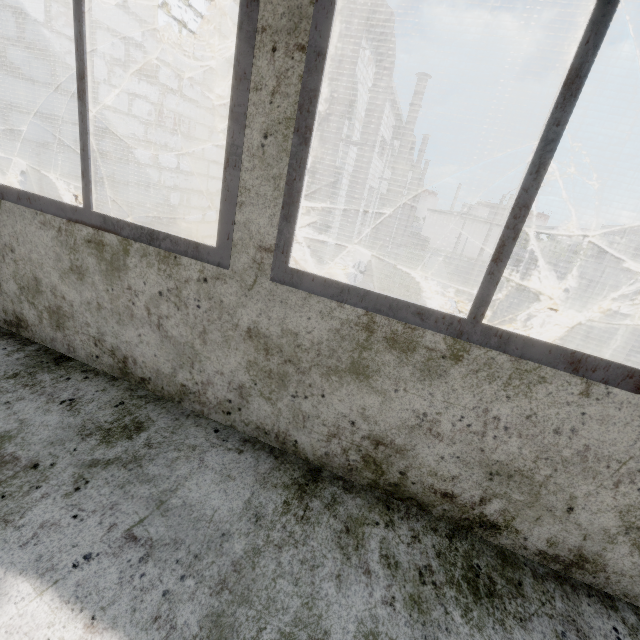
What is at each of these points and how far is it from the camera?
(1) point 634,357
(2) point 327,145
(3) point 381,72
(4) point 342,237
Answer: (1) pipe, 18.52m
(2) pipe, 7.19m
(3) pipe, 9.80m
(4) pipe, 11.65m

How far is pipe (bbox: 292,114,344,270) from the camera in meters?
7.1

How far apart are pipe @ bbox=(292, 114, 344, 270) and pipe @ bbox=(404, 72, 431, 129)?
12.8 meters

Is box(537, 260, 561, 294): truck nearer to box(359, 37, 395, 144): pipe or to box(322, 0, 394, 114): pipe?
box(359, 37, 395, 144): pipe

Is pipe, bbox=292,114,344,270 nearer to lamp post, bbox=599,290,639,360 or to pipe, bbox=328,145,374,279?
pipe, bbox=328,145,374,279

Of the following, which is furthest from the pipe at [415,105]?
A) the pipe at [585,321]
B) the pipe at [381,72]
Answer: the pipe at [585,321]

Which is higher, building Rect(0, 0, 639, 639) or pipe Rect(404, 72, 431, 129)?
pipe Rect(404, 72, 431, 129)

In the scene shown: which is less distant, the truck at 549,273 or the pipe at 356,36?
the pipe at 356,36
